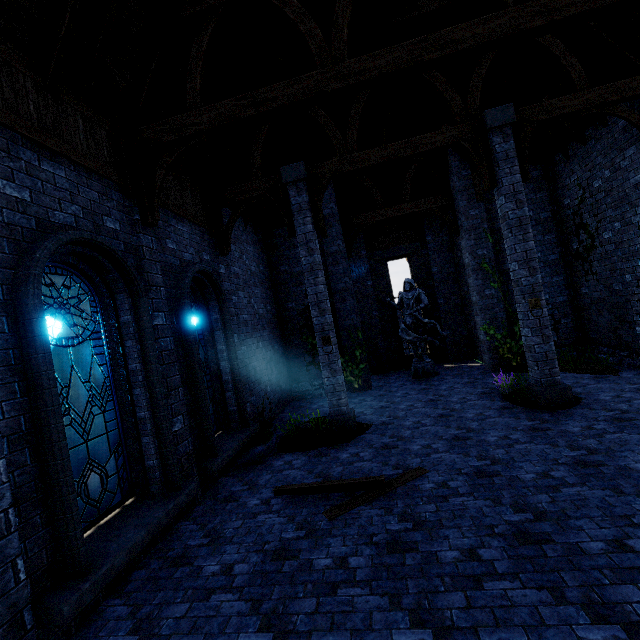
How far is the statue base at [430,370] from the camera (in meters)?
12.80

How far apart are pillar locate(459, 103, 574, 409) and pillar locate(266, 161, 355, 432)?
3.3 meters

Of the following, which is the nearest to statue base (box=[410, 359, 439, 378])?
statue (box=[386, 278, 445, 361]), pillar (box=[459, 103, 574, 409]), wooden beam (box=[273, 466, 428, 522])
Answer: statue (box=[386, 278, 445, 361])

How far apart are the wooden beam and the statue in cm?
763

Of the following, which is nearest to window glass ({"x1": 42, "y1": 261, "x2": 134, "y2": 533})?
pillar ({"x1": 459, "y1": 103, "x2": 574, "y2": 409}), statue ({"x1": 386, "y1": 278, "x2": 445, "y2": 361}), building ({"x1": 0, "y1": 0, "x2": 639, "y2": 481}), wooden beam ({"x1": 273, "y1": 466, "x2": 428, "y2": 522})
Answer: building ({"x1": 0, "y1": 0, "x2": 639, "y2": 481})

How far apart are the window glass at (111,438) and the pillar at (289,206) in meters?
4.3 m

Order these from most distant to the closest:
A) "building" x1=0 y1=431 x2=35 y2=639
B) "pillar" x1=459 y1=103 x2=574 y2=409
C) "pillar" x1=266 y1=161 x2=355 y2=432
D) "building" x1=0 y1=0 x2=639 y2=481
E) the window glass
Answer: "pillar" x1=266 y1=161 x2=355 y2=432
"pillar" x1=459 y1=103 x2=574 y2=409
"building" x1=0 y1=0 x2=639 y2=481
the window glass
"building" x1=0 y1=431 x2=35 y2=639

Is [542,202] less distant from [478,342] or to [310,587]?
[478,342]
